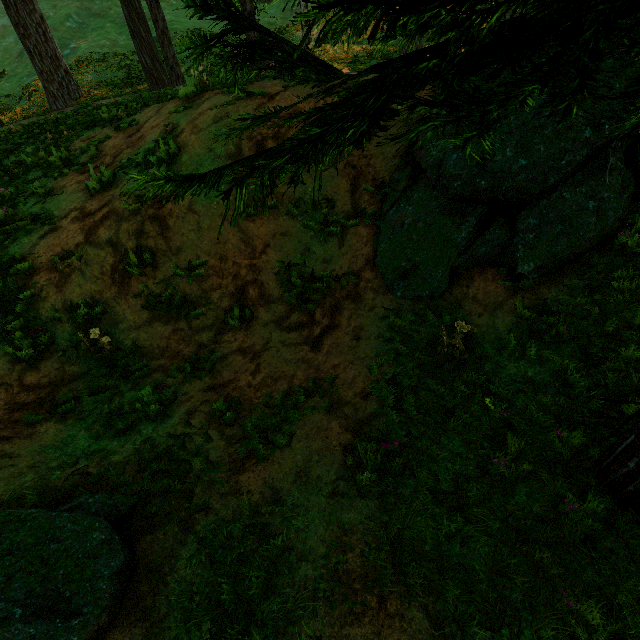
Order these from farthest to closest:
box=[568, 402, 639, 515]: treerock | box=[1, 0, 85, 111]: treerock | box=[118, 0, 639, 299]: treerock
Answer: box=[1, 0, 85, 111]: treerock, box=[568, 402, 639, 515]: treerock, box=[118, 0, 639, 299]: treerock

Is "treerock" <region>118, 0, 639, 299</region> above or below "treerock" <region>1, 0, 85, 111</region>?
below

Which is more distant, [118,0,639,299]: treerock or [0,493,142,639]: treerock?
[0,493,142,639]: treerock

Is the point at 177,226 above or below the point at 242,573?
above

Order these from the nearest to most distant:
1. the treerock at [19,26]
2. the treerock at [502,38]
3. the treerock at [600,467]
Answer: the treerock at [502,38]
the treerock at [600,467]
the treerock at [19,26]

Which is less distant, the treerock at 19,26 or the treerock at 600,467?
the treerock at 600,467
